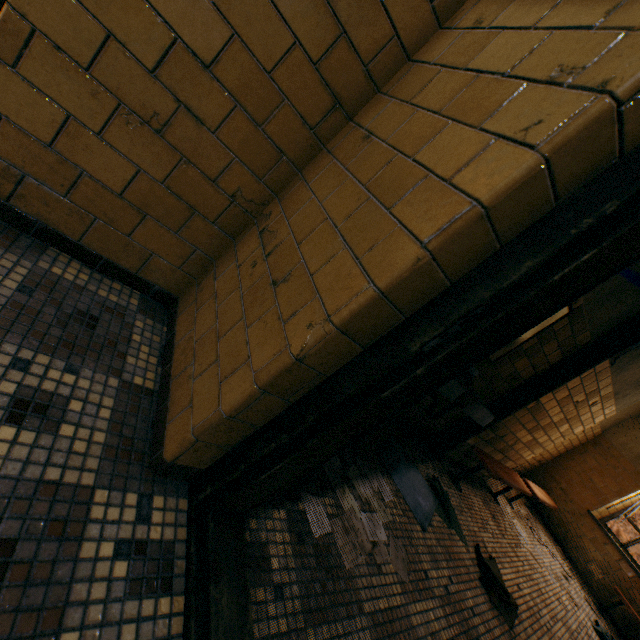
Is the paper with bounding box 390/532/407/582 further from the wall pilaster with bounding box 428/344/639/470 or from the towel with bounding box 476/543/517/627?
the wall pilaster with bounding box 428/344/639/470

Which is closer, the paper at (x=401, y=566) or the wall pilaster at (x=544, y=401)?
the paper at (x=401, y=566)

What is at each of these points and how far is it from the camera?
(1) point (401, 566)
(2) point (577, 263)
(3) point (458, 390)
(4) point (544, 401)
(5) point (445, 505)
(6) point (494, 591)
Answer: (1) paper, 1.8 meters
(2) door, 0.7 meters
(3) sink, 2.2 meters
(4) wall pilaster, 3.5 meters
(5) towel, 2.9 meters
(6) towel, 2.6 meters

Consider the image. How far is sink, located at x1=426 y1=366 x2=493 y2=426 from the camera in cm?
219

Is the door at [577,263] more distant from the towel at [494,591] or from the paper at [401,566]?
the towel at [494,591]

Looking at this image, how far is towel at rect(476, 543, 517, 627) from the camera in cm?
245

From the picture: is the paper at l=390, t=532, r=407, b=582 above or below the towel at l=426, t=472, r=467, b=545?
below

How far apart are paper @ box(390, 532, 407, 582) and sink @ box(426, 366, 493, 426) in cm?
75
